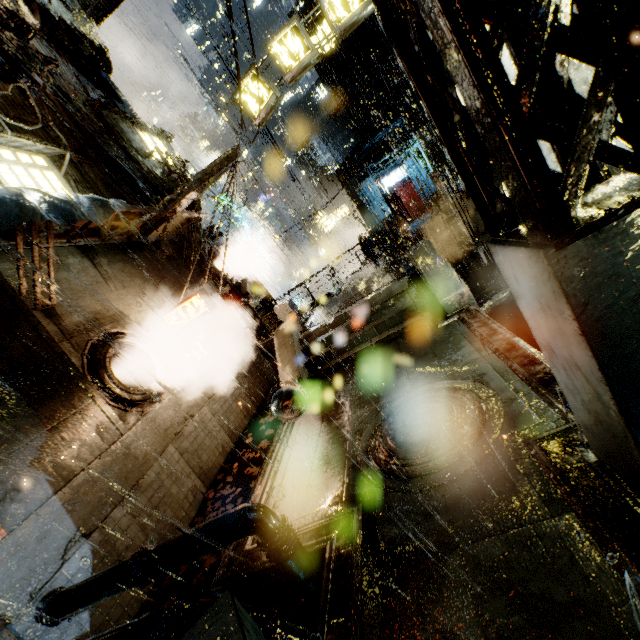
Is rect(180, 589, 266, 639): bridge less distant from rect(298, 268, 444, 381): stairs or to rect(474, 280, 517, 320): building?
rect(474, 280, 517, 320): building

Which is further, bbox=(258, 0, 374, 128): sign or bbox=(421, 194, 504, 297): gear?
bbox=(421, 194, 504, 297): gear

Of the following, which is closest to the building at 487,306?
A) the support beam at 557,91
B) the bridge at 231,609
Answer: the bridge at 231,609

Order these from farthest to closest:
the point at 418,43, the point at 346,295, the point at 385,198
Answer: the point at 385,198, the point at 346,295, the point at 418,43

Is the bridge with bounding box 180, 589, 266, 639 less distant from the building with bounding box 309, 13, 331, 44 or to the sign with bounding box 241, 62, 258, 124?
the building with bounding box 309, 13, 331, 44

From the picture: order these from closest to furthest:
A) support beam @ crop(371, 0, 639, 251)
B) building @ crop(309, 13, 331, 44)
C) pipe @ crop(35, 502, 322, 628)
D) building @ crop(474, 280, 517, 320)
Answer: support beam @ crop(371, 0, 639, 251)
pipe @ crop(35, 502, 322, 628)
building @ crop(474, 280, 517, 320)
building @ crop(309, 13, 331, 44)

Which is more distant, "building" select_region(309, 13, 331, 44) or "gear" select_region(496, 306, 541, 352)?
"building" select_region(309, 13, 331, 44)

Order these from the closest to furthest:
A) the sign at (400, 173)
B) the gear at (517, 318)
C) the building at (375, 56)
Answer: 1. the gear at (517, 318)
2. the building at (375, 56)
3. the sign at (400, 173)
